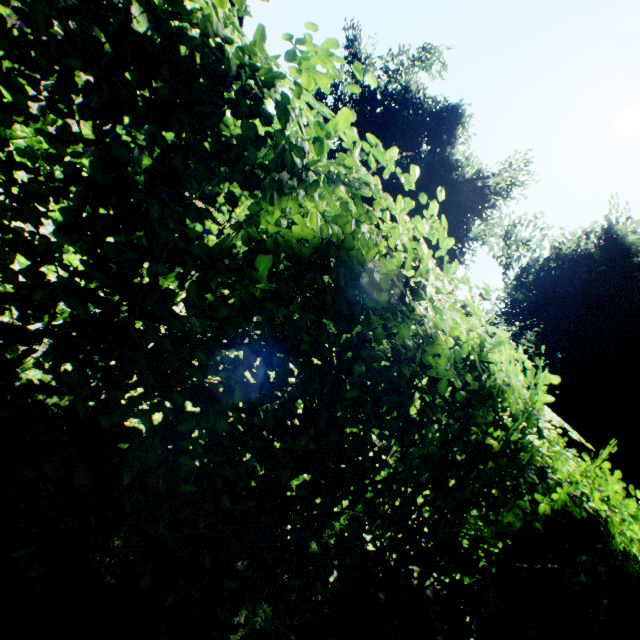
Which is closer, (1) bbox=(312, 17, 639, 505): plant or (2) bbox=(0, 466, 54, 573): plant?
(2) bbox=(0, 466, 54, 573): plant

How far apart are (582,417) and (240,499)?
27.9m

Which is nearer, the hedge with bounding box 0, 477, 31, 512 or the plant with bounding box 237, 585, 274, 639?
the hedge with bounding box 0, 477, 31, 512

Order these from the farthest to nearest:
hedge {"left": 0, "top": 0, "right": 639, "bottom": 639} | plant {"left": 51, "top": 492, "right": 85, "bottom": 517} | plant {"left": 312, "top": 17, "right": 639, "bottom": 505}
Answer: plant {"left": 312, "top": 17, "right": 639, "bottom": 505} < plant {"left": 51, "top": 492, "right": 85, "bottom": 517} < hedge {"left": 0, "top": 0, "right": 639, "bottom": 639}

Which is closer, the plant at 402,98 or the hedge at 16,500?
the hedge at 16,500
